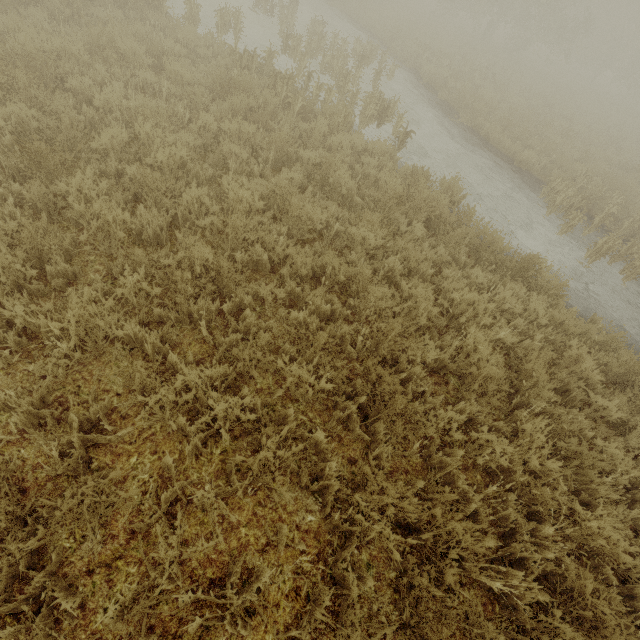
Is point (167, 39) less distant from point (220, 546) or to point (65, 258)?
point (65, 258)
